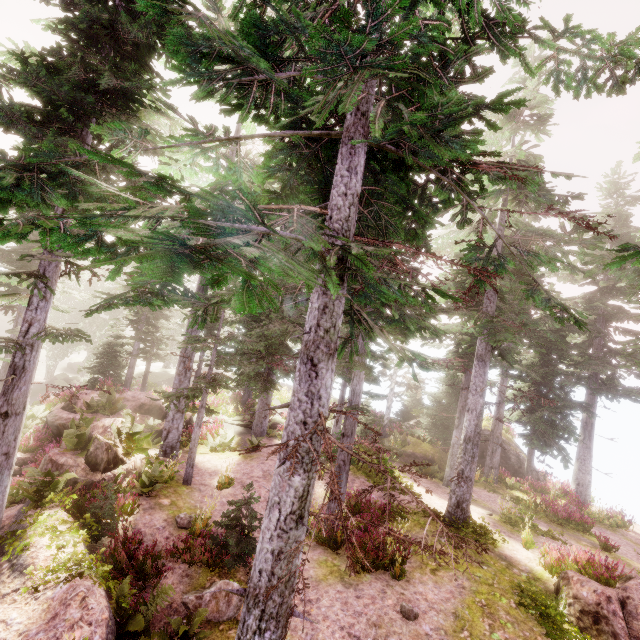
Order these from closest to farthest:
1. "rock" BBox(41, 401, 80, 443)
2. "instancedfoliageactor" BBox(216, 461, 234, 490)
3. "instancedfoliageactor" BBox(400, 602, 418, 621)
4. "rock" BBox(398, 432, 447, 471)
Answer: "instancedfoliageactor" BBox(400, 602, 418, 621)
"instancedfoliageactor" BBox(216, 461, 234, 490)
"rock" BBox(41, 401, 80, 443)
"rock" BBox(398, 432, 447, 471)

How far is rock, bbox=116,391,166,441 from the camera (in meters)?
17.77

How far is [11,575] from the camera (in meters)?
6.56

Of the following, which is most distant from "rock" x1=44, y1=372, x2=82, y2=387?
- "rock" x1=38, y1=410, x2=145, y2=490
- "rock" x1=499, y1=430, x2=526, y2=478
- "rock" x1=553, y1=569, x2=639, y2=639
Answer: "rock" x1=553, y1=569, x2=639, y2=639

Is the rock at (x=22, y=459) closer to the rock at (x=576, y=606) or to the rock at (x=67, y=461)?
the rock at (x=67, y=461)

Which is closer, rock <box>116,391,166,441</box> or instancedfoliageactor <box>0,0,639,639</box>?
instancedfoliageactor <box>0,0,639,639</box>

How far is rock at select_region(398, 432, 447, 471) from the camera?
22.30m

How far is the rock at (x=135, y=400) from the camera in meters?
17.8 m
